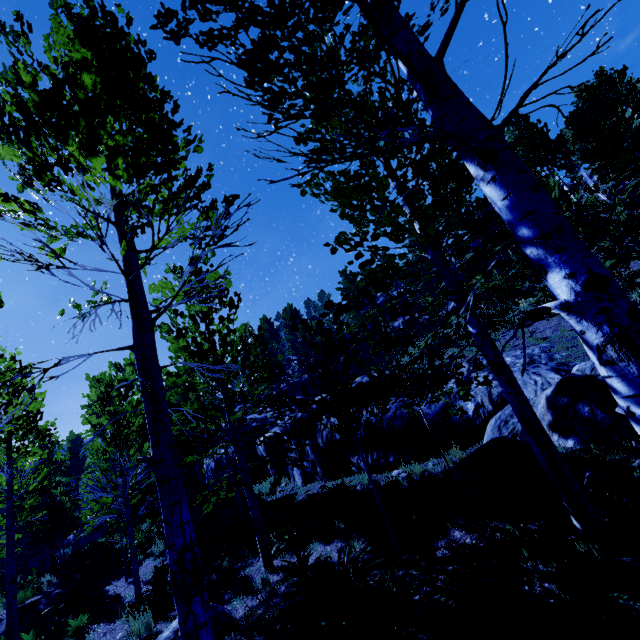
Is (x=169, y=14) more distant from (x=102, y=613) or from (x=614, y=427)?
(x=102, y=613)

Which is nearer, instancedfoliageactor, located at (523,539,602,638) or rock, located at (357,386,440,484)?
instancedfoliageactor, located at (523,539,602,638)

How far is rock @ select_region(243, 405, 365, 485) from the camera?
11.9 meters

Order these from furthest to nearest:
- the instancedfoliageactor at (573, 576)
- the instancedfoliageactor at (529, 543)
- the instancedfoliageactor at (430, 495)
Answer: the instancedfoliageactor at (430, 495), the instancedfoliageactor at (529, 543), the instancedfoliageactor at (573, 576)

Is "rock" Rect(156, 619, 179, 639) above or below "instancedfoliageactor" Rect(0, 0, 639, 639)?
below

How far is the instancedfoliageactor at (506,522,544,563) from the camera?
4.55m

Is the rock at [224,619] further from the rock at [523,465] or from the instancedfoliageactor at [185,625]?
the rock at [523,465]
